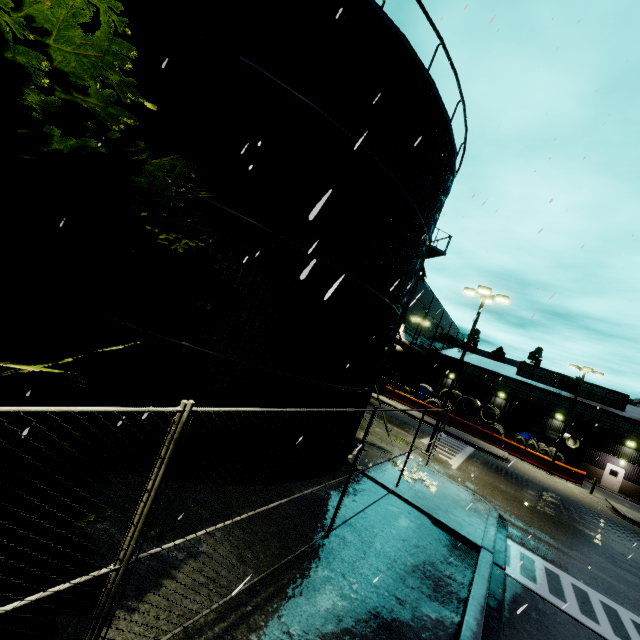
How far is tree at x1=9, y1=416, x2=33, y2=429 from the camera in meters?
3.9 m

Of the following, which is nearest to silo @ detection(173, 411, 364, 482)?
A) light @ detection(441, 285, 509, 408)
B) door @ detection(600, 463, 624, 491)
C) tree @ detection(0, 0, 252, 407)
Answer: tree @ detection(0, 0, 252, 407)

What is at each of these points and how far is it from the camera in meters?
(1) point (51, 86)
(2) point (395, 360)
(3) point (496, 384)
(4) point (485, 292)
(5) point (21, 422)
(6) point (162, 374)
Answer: (1) tree, 3.1 m
(2) building, 40.5 m
(3) building, 40.2 m
(4) light, 18.2 m
(5) tree, 4.1 m
(6) silo, 6.9 m

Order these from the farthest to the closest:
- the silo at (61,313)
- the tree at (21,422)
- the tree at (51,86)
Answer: the silo at (61,313)
the tree at (21,422)
the tree at (51,86)

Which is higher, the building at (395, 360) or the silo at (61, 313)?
the building at (395, 360)

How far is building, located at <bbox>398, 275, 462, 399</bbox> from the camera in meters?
40.2

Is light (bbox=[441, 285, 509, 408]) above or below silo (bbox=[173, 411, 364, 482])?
above

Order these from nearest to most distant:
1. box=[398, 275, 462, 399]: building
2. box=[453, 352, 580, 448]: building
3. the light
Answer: the light → box=[453, 352, 580, 448]: building → box=[398, 275, 462, 399]: building
